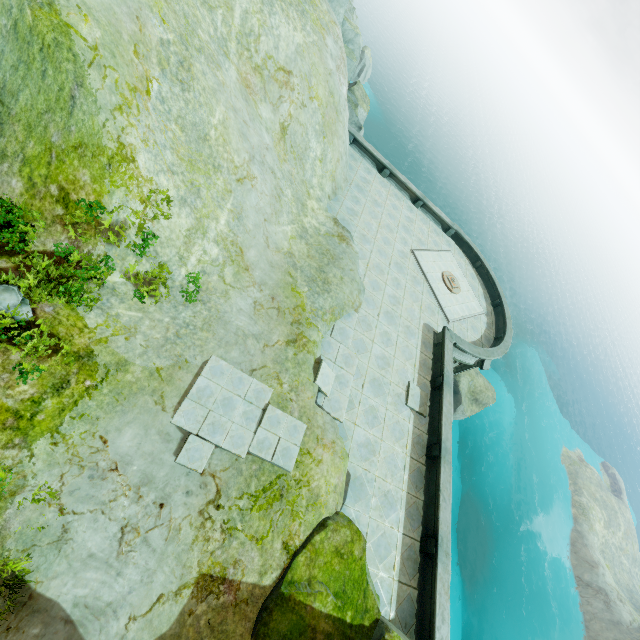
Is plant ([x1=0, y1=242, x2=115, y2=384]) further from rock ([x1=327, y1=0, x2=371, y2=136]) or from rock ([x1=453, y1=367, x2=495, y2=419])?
rock ([x1=453, y1=367, x2=495, y2=419])

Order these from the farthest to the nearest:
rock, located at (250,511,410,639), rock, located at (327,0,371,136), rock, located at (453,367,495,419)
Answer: rock, located at (453,367,495,419)
rock, located at (327,0,371,136)
rock, located at (250,511,410,639)

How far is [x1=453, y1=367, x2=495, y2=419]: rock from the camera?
30.9m

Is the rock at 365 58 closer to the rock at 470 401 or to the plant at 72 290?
the plant at 72 290

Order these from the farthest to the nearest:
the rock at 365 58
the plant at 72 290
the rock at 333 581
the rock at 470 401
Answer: the rock at 470 401 → the rock at 365 58 → the rock at 333 581 → the plant at 72 290

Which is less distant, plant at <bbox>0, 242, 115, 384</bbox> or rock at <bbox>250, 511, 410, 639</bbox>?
plant at <bbox>0, 242, 115, 384</bbox>

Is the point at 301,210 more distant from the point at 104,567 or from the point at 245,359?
the point at 104,567

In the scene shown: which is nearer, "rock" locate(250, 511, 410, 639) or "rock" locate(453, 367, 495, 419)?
"rock" locate(250, 511, 410, 639)
